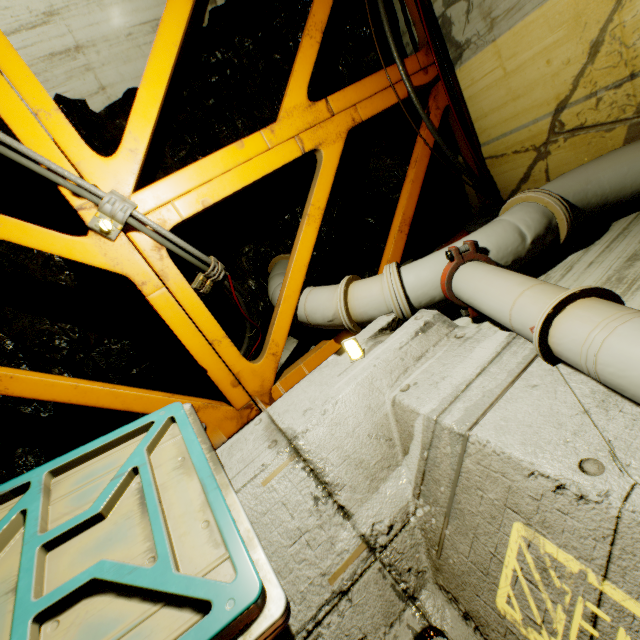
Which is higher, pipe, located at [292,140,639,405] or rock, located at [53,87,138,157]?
pipe, located at [292,140,639,405]

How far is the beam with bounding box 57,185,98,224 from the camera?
2.74m

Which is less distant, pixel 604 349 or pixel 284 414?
pixel 604 349

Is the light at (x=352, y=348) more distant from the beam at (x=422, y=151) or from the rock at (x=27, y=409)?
the rock at (x=27, y=409)

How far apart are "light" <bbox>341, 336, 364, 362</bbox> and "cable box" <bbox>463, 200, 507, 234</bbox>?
3.0m

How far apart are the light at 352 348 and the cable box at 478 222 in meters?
3.0 m

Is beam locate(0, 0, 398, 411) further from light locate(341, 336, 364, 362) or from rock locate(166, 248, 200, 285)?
light locate(341, 336, 364, 362)

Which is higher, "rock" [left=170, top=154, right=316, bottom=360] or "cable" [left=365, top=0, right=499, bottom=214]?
"cable" [left=365, top=0, right=499, bottom=214]
